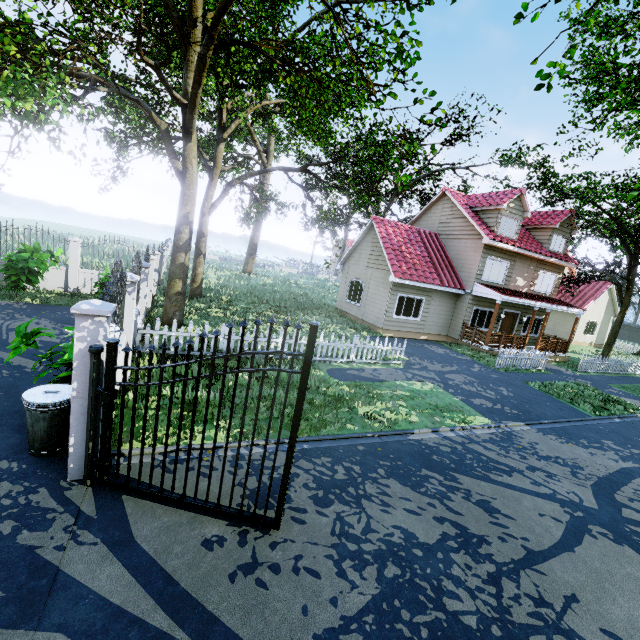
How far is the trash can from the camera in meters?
4.7 m

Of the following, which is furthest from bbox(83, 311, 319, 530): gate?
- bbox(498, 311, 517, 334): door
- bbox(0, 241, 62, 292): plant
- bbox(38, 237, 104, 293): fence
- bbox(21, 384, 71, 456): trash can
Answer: bbox(498, 311, 517, 334): door

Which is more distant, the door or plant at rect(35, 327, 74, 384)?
the door

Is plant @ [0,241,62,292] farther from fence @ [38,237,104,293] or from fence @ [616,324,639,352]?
fence @ [616,324,639,352]

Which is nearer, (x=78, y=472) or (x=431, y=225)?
(x=78, y=472)

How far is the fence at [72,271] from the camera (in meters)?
14.55

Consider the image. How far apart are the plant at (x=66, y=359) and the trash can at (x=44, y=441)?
0.6m

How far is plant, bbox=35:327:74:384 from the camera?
5.8 meters
